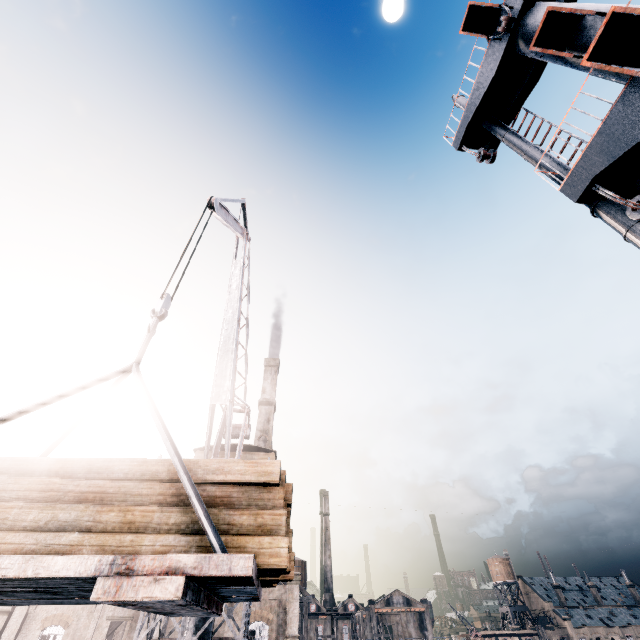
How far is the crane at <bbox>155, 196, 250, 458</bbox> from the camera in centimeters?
1133cm

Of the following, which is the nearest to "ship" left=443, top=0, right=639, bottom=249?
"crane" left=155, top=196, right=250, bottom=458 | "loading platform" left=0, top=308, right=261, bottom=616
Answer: "loading platform" left=0, top=308, right=261, bottom=616

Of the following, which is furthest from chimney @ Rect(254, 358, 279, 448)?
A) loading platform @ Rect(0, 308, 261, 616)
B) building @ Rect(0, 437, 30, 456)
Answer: loading platform @ Rect(0, 308, 261, 616)

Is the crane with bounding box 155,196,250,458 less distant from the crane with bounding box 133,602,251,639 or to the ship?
the crane with bounding box 133,602,251,639

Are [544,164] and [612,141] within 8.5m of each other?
yes

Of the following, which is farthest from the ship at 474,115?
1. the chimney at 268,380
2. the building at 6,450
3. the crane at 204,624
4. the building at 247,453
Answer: the chimney at 268,380

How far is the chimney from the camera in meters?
46.5

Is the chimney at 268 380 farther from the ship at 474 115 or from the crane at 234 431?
the ship at 474 115
